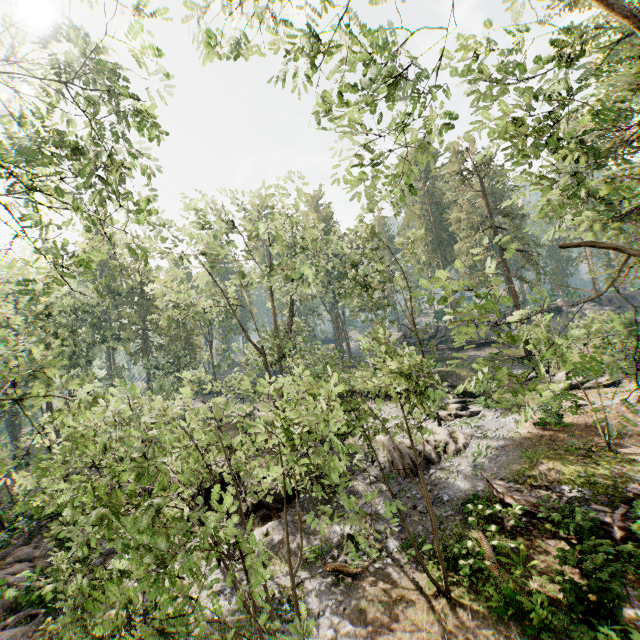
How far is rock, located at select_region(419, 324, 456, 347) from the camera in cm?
4447

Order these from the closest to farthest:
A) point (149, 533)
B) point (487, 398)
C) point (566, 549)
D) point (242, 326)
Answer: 1. point (149, 533)
2. point (566, 549)
3. point (242, 326)
4. point (487, 398)

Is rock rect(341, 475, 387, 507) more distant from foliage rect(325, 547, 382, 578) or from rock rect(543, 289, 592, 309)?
rock rect(543, 289, 592, 309)

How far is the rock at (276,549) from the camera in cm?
1435

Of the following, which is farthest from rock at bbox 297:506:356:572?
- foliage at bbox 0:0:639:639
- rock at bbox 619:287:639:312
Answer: rock at bbox 619:287:639:312

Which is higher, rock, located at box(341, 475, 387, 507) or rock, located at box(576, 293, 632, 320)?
rock, located at box(576, 293, 632, 320)

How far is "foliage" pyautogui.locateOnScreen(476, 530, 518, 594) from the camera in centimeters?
1100cm

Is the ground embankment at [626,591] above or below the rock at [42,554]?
below
